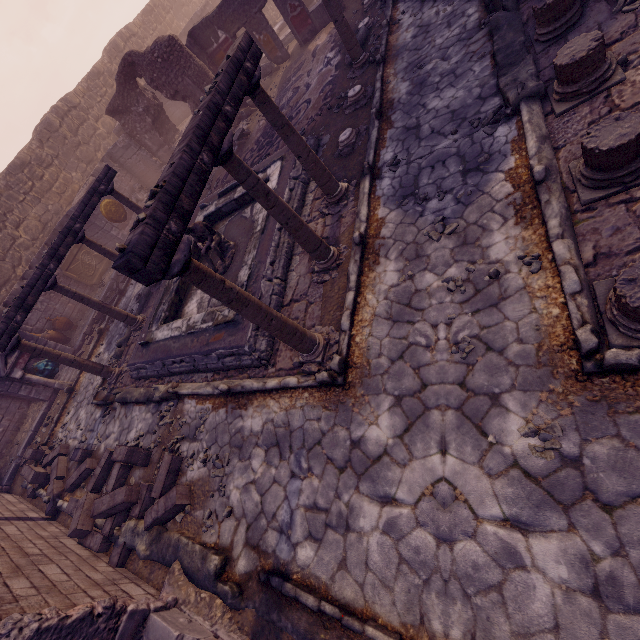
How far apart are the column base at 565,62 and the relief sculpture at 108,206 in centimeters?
1511cm

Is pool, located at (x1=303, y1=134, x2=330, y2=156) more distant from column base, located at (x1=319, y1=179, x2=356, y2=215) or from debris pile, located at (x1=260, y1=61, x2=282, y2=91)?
debris pile, located at (x1=260, y1=61, x2=282, y2=91)

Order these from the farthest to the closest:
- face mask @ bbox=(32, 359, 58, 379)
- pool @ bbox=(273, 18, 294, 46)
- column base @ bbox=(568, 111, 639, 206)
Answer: pool @ bbox=(273, 18, 294, 46), face mask @ bbox=(32, 359, 58, 379), column base @ bbox=(568, 111, 639, 206)

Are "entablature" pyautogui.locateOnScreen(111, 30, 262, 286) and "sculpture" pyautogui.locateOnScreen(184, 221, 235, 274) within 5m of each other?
yes

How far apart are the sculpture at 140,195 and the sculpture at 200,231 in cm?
996

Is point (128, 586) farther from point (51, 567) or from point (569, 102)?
point (569, 102)

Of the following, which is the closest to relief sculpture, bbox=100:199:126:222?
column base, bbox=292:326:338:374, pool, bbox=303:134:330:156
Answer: pool, bbox=303:134:330:156

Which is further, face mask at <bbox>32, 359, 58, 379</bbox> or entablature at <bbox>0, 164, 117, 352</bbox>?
face mask at <bbox>32, 359, 58, 379</bbox>
